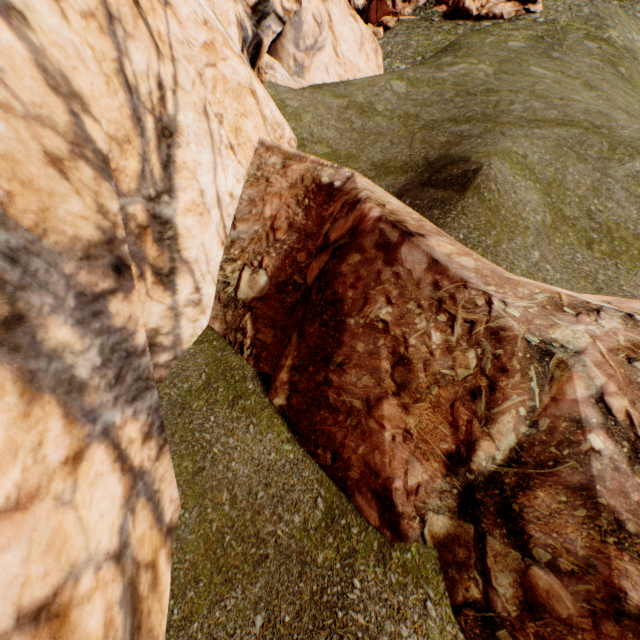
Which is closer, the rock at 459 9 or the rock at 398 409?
the rock at 398 409

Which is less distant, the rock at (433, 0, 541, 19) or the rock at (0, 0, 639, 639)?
the rock at (0, 0, 639, 639)

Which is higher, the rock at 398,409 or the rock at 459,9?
the rock at 459,9

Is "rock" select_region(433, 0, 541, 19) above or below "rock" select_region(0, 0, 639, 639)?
above

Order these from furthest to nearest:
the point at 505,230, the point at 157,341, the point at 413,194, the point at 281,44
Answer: the point at 281,44
the point at 413,194
the point at 505,230
the point at 157,341
